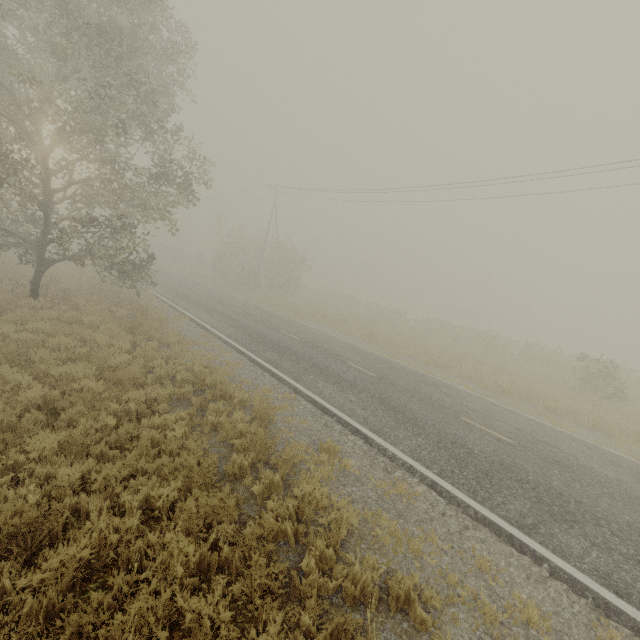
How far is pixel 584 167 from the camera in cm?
1504
